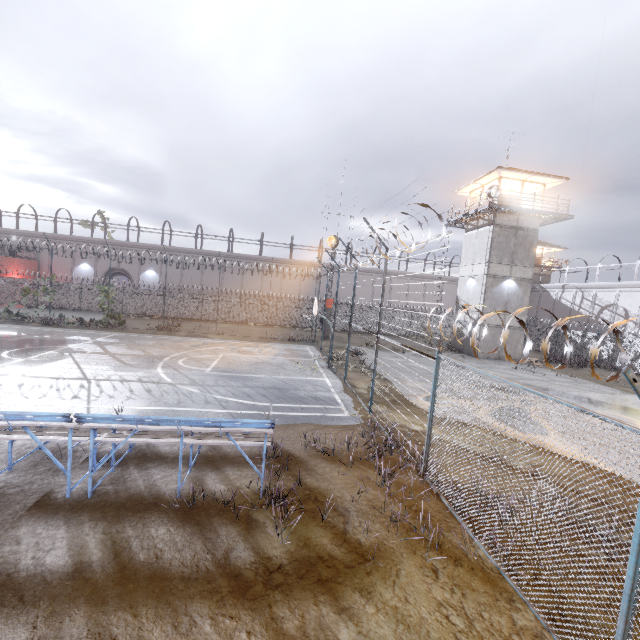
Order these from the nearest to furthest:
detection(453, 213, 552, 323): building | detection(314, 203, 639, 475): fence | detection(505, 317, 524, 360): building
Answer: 1. detection(314, 203, 639, 475): fence
2. detection(453, 213, 552, 323): building
3. detection(505, 317, 524, 360): building

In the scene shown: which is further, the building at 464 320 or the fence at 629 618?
the building at 464 320

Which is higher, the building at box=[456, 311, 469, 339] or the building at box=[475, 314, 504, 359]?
the building at box=[456, 311, 469, 339]

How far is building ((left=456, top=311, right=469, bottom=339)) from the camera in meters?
27.8 m

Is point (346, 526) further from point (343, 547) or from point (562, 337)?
point (562, 337)

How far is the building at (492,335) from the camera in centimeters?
2614cm

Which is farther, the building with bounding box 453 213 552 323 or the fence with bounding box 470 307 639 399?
the building with bounding box 453 213 552 323

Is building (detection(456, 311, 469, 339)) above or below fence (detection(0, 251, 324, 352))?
above
